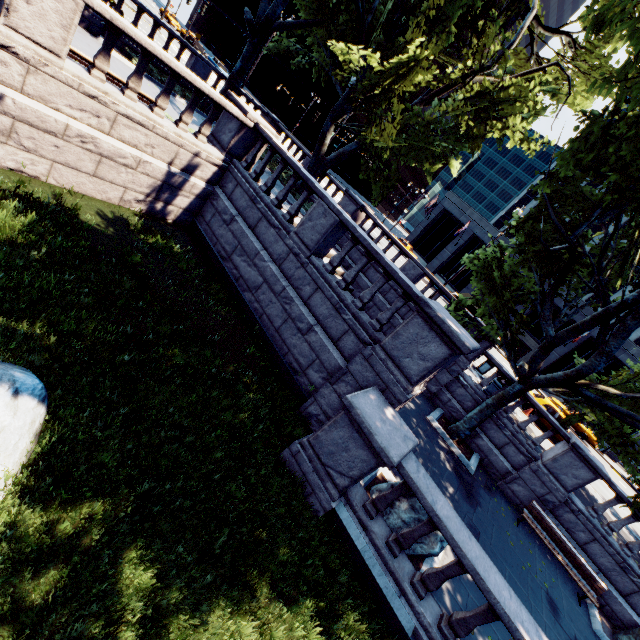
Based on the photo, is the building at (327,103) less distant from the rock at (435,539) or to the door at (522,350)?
the door at (522,350)

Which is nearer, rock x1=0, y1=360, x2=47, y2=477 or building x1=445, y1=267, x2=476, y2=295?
rock x1=0, y1=360, x2=47, y2=477

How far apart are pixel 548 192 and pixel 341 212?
4.6 meters

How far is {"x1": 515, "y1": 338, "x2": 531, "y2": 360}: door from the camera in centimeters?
3975cm

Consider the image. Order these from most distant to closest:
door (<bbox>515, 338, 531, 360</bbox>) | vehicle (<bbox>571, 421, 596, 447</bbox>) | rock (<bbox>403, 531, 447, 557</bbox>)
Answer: door (<bbox>515, 338, 531, 360</bbox>), vehicle (<bbox>571, 421, 596, 447</bbox>), rock (<bbox>403, 531, 447, 557</bbox>)

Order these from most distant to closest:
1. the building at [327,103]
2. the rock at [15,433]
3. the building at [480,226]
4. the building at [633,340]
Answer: the building at [327,103], the building at [480,226], the building at [633,340], the rock at [15,433]

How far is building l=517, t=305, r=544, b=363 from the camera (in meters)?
39.19

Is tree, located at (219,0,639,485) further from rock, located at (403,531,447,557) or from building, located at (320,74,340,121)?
building, located at (320,74,340,121)
